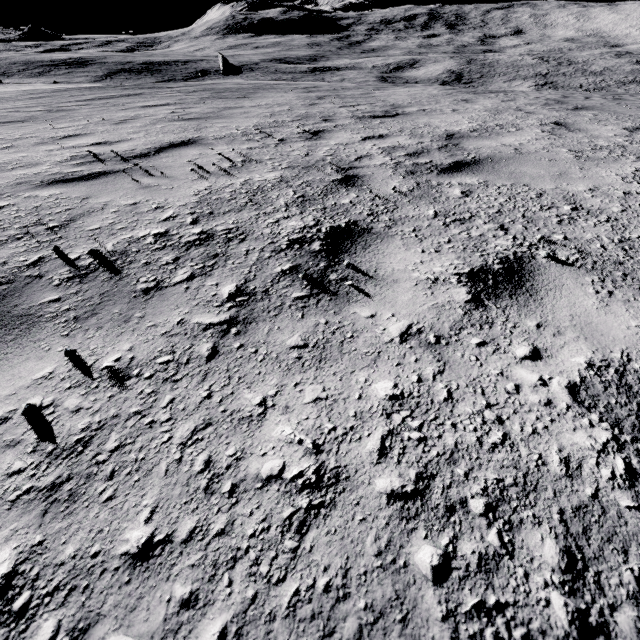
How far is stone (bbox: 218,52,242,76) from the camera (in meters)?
36.28

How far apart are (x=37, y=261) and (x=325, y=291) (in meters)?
1.92

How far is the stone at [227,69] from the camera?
36.3m
